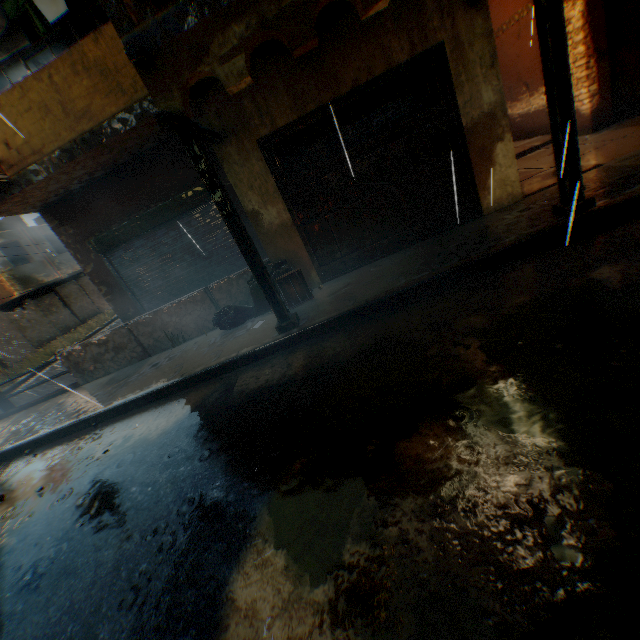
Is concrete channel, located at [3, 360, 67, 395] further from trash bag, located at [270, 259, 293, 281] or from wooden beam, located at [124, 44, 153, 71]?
trash bag, located at [270, 259, 293, 281]

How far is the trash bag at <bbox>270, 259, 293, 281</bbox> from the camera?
6.1 meters

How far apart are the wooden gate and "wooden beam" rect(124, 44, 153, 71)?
0.60m

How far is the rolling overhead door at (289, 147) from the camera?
5.7 meters

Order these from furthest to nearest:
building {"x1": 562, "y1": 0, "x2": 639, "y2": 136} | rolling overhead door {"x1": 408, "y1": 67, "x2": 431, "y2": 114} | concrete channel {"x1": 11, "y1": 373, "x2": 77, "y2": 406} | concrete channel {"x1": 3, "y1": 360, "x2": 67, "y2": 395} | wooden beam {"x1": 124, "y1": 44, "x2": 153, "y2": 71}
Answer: concrete channel {"x1": 3, "y1": 360, "x2": 67, "y2": 395}
concrete channel {"x1": 11, "y1": 373, "x2": 77, "y2": 406}
building {"x1": 562, "y1": 0, "x2": 639, "y2": 136}
rolling overhead door {"x1": 408, "y1": 67, "x2": 431, "y2": 114}
wooden beam {"x1": 124, "y1": 44, "x2": 153, "y2": 71}

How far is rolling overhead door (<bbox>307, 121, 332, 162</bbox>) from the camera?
5.64m

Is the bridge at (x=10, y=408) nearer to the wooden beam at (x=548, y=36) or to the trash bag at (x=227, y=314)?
the trash bag at (x=227, y=314)

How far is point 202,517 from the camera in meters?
2.8
